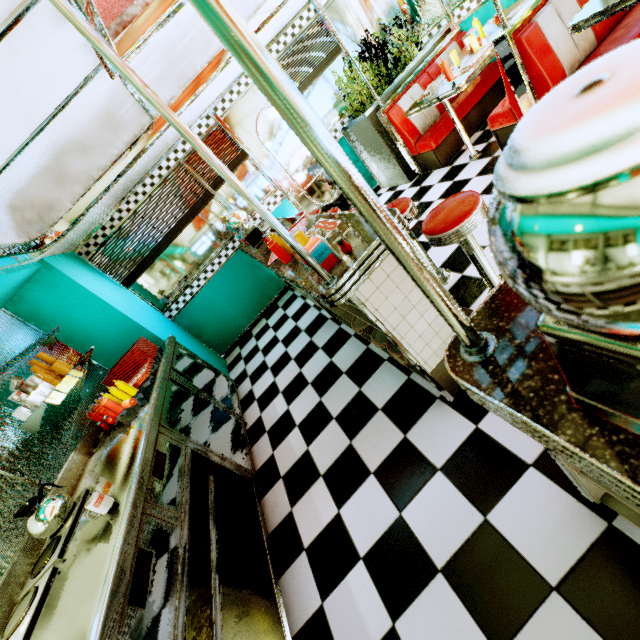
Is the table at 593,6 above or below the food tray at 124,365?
below

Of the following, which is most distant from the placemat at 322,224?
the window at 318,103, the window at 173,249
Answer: the window at 318,103

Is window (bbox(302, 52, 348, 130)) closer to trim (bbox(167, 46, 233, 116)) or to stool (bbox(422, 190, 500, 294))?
trim (bbox(167, 46, 233, 116))

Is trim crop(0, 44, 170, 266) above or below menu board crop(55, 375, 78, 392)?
above

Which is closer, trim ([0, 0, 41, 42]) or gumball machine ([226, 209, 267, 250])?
trim ([0, 0, 41, 42])

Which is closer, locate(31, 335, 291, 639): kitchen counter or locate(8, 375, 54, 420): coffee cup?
locate(31, 335, 291, 639): kitchen counter

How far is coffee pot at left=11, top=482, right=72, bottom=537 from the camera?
1.85m

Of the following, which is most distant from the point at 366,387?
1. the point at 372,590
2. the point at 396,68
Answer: the point at 396,68
